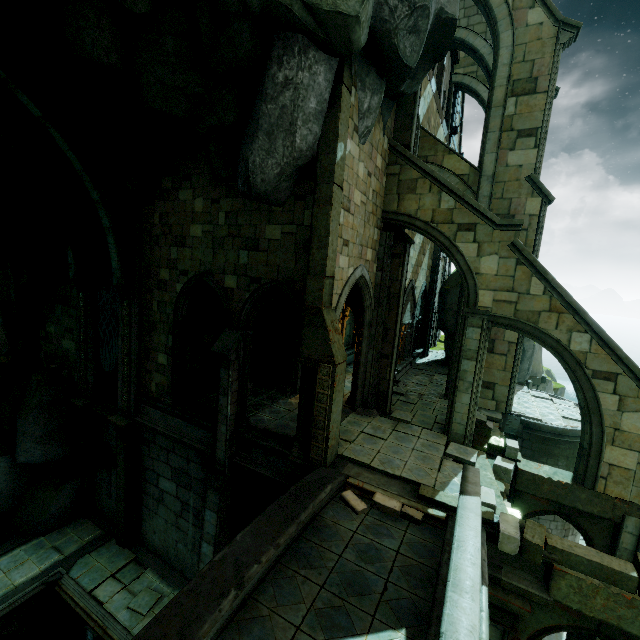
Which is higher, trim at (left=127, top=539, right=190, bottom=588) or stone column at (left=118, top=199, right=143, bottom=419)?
stone column at (left=118, top=199, right=143, bottom=419)

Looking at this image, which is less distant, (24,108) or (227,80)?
(227,80)

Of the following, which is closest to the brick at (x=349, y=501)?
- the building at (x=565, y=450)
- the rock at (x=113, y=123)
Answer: the rock at (x=113, y=123)

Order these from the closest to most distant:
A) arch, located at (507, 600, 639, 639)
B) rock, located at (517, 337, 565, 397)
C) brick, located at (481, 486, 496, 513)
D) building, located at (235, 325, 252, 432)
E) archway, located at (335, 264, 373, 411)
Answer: arch, located at (507, 600, 639, 639) < brick, located at (481, 486, 496, 513) < archway, located at (335, 264, 373, 411) < building, located at (235, 325, 252, 432) < rock, located at (517, 337, 565, 397)

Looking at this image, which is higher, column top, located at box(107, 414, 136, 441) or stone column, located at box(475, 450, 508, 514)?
stone column, located at box(475, 450, 508, 514)

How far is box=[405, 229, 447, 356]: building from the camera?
17.72m

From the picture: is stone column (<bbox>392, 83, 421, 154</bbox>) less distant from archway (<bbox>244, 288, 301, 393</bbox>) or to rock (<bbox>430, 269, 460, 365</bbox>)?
rock (<bbox>430, 269, 460, 365</bbox>)

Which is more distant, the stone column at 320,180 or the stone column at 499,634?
the stone column at 320,180
